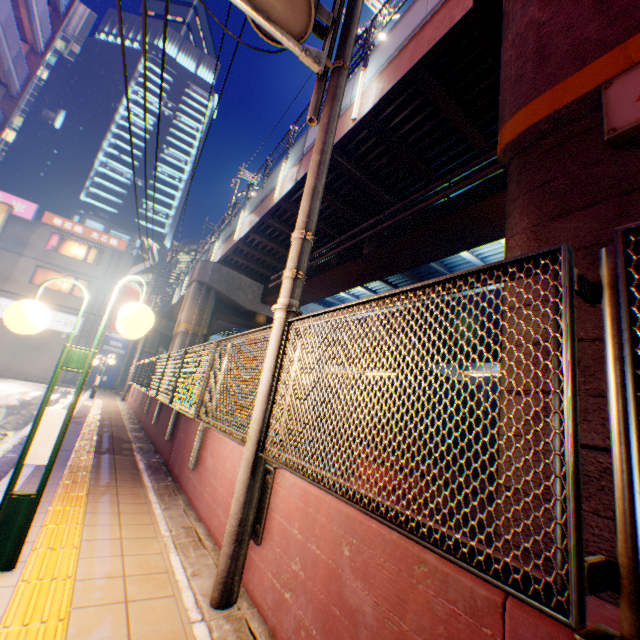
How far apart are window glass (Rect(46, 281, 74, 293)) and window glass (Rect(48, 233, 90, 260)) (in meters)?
1.47

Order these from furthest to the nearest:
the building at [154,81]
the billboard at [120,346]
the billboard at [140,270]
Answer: the building at [154,81] < the billboard at [140,270] < the billboard at [120,346]

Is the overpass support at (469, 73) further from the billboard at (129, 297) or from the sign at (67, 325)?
the sign at (67, 325)

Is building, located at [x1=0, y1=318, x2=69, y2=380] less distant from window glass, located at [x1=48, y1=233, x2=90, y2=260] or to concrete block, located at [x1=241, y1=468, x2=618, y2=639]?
window glass, located at [x1=48, y1=233, x2=90, y2=260]

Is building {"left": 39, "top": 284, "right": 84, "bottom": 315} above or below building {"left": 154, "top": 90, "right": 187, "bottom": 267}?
below

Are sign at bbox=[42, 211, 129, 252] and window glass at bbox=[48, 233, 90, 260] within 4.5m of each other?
yes

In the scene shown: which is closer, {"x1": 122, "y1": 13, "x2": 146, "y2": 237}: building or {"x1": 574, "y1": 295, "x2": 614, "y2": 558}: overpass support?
{"x1": 574, "y1": 295, "x2": 614, "y2": 558}: overpass support

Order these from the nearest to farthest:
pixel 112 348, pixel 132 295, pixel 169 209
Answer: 1. pixel 112 348
2. pixel 132 295
3. pixel 169 209
